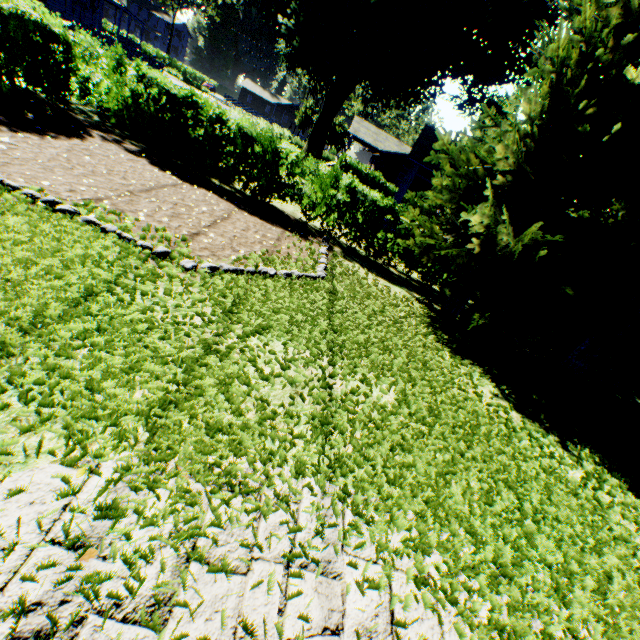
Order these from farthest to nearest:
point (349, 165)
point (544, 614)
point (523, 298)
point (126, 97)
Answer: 1. point (349, 165)
2. point (126, 97)
3. point (523, 298)
4. point (544, 614)

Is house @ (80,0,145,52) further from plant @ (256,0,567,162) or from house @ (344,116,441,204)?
Answer: house @ (344,116,441,204)

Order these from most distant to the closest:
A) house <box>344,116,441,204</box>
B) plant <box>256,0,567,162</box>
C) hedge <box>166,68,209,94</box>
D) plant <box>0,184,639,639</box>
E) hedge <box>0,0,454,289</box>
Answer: hedge <box>166,68,209,94</box> < plant <box>256,0,567,162</box> < house <box>344,116,441,204</box> < hedge <box>0,0,454,289</box> < plant <box>0,184,639,639</box>

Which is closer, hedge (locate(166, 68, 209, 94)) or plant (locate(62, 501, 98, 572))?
plant (locate(62, 501, 98, 572))

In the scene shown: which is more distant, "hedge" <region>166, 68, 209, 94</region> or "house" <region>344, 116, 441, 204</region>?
"hedge" <region>166, 68, 209, 94</region>

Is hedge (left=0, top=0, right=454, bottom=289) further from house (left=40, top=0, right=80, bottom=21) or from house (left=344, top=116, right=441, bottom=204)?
house (left=40, top=0, right=80, bottom=21)

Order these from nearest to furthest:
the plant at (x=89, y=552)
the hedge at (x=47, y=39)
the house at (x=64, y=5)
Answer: the plant at (x=89, y=552) < the hedge at (x=47, y=39) < the house at (x=64, y=5)

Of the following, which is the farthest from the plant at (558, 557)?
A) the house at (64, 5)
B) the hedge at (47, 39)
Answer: the hedge at (47, 39)
